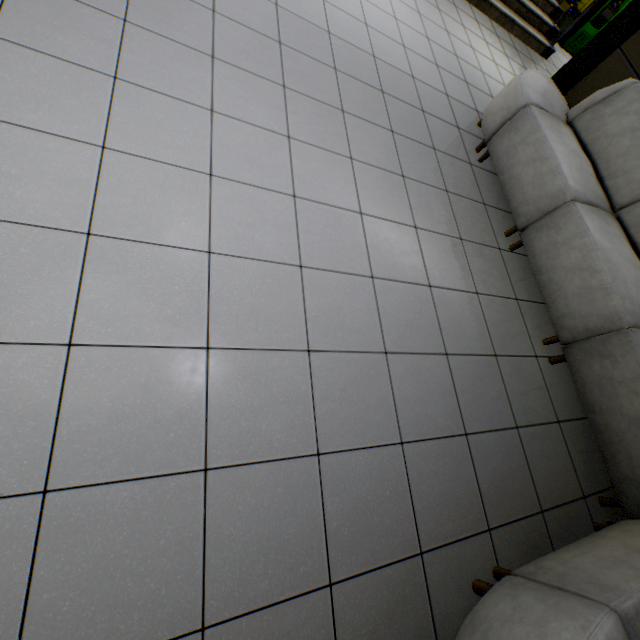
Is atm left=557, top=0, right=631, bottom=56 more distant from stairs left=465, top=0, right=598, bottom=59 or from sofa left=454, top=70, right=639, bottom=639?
sofa left=454, top=70, right=639, bottom=639

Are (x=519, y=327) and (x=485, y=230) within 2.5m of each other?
yes

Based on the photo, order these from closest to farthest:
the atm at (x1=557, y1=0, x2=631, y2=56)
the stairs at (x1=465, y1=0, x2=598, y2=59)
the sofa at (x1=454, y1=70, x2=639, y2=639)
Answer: the sofa at (x1=454, y1=70, x2=639, y2=639)
the stairs at (x1=465, y1=0, x2=598, y2=59)
the atm at (x1=557, y1=0, x2=631, y2=56)

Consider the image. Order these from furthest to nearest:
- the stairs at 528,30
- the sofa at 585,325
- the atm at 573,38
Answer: the atm at 573,38 < the stairs at 528,30 < the sofa at 585,325

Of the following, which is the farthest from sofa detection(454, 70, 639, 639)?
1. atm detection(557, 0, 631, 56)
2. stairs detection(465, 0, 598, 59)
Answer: atm detection(557, 0, 631, 56)

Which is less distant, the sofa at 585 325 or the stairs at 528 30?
the sofa at 585 325
